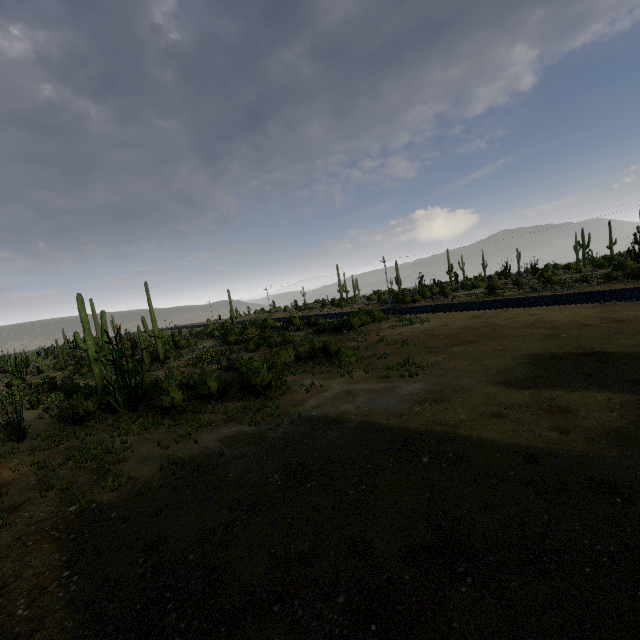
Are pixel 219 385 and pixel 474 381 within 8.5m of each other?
no
